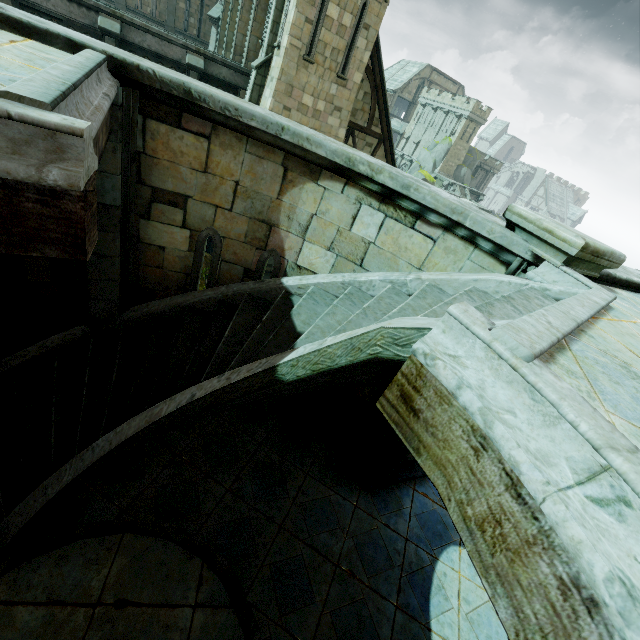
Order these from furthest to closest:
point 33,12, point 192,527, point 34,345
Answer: point 33,12 → point 34,345 → point 192,527

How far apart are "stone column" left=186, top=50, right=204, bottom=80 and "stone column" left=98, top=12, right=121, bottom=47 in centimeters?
233cm

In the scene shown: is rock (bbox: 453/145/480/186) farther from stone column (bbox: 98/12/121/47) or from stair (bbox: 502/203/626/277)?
stair (bbox: 502/203/626/277)

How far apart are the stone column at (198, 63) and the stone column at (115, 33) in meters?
2.3

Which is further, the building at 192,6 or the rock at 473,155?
the rock at 473,155

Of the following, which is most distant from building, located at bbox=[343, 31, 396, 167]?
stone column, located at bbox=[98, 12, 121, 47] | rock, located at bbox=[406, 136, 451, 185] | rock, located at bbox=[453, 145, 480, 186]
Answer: rock, located at bbox=[406, 136, 451, 185]

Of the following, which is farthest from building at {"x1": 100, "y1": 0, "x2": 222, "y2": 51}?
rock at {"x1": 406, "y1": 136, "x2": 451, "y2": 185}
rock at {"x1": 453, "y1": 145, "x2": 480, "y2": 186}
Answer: rock at {"x1": 406, "y1": 136, "x2": 451, "y2": 185}
